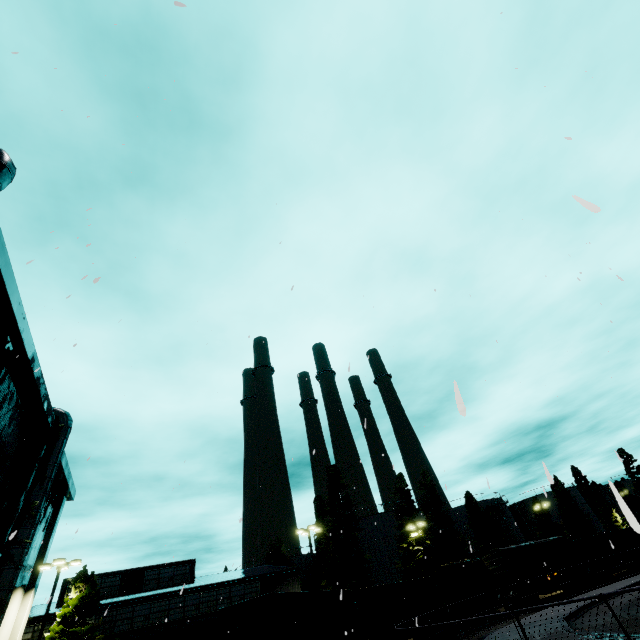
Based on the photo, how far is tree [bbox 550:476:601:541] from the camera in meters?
54.0 m

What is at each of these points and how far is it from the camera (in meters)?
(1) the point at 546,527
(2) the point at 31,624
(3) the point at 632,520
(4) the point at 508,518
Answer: (1) tree, 54.47
(2) building, 23.84
(3) tree, 0.99
(4) silo, 56.69

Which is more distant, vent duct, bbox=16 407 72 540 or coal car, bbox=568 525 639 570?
coal car, bbox=568 525 639 570

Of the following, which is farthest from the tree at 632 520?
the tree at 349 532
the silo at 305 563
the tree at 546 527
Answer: the tree at 546 527

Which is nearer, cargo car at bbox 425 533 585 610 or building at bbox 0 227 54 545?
building at bbox 0 227 54 545

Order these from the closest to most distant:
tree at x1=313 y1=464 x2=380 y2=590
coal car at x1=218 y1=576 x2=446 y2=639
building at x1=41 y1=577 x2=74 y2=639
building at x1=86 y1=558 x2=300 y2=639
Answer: → coal car at x1=218 y1=576 x2=446 y2=639, building at x1=41 y1=577 x2=74 y2=639, building at x1=86 y1=558 x2=300 y2=639, tree at x1=313 y1=464 x2=380 y2=590

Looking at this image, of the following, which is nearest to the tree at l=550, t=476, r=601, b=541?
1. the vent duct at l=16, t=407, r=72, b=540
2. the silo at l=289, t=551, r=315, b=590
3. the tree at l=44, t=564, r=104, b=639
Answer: the tree at l=44, t=564, r=104, b=639

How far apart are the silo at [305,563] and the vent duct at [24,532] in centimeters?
5039cm
